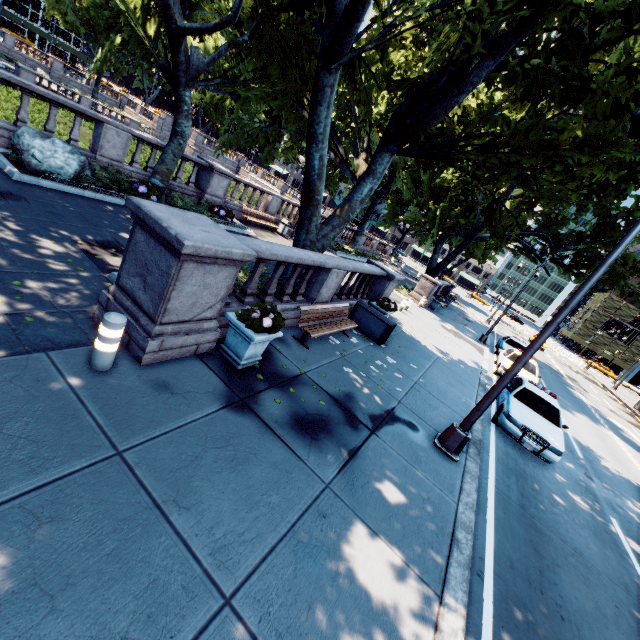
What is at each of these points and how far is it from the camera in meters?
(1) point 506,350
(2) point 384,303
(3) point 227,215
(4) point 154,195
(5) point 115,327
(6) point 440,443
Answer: (1) vehicle, 19.0
(2) plant, 12.5
(3) plant, 15.5
(4) plant, 12.1
(5) pillar, 4.2
(6) light, 7.1

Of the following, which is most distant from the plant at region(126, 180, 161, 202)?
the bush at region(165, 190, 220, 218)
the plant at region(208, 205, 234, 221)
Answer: the plant at region(208, 205, 234, 221)

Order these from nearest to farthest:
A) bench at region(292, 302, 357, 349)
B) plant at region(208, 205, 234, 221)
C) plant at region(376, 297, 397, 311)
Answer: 1. bench at region(292, 302, 357, 349)
2. plant at region(376, 297, 397, 311)
3. plant at region(208, 205, 234, 221)

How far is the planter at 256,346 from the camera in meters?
5.7 m

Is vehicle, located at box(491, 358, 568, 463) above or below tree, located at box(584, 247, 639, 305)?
below

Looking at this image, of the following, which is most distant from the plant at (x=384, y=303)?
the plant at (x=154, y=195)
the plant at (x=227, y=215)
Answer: the plant at (x=154, y=195)

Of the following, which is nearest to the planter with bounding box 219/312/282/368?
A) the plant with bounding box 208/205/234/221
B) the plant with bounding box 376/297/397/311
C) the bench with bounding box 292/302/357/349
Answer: the bench with bounding box 292/302/357/349

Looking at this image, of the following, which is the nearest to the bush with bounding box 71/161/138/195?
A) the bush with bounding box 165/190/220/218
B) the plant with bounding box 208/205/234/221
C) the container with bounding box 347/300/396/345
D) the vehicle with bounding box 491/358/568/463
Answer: the bush with bounding box 165/190/220/218
